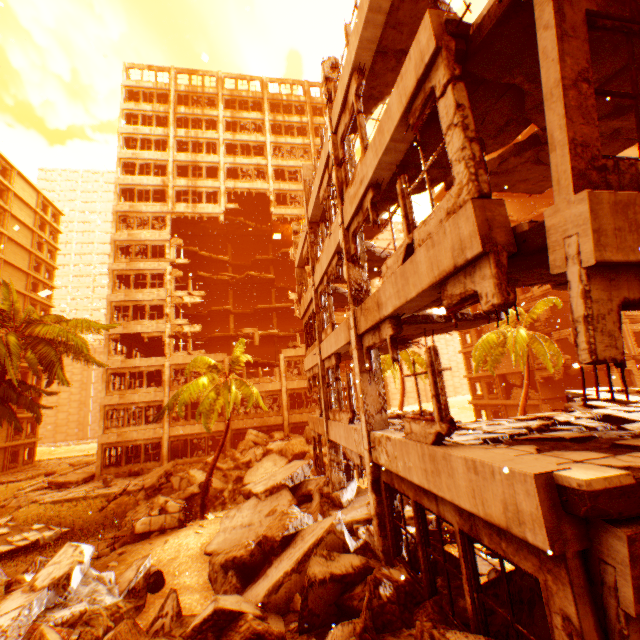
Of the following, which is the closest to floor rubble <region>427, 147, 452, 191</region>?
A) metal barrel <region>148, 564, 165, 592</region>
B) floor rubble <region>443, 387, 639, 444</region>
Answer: floor rubble <region>443, 387, 639, 444</region>

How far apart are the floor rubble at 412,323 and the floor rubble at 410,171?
2.5 meters

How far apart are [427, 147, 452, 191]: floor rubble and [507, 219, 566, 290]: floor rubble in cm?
252

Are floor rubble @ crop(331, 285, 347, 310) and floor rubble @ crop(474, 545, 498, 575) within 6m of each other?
no

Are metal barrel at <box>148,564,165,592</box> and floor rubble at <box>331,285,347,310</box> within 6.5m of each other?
no

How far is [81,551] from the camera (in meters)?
8.59

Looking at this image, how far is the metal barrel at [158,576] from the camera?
9.18m

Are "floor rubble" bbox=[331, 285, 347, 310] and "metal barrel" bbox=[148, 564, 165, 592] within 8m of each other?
no
